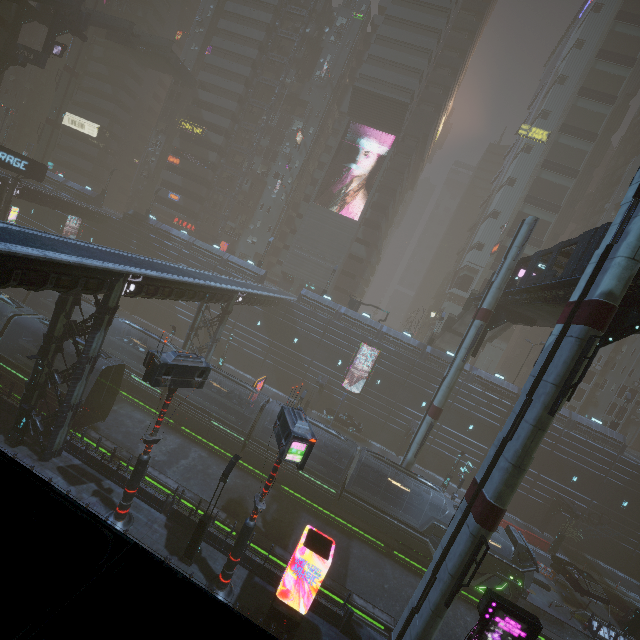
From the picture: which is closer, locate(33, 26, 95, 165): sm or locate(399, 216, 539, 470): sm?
locate(399, 216, 539, 470): sm

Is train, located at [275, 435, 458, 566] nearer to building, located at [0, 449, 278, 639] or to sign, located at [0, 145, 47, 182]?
building, located at [0, 449, 278, 639]

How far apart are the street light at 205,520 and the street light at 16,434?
11.3m

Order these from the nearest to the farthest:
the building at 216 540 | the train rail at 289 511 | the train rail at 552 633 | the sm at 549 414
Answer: the sm at 549 414, the building at 216 540, the train rail at 289 511, the train rail at 552 633

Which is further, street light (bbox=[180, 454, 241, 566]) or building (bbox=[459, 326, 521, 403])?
building (bbox=[459, 326, 521, 403])

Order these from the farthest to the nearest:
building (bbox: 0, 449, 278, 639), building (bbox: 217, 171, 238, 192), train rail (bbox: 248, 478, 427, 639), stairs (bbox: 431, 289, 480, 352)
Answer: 1. building (bbox: 217, 171, 238, 192)
2. stairs (bbox: 431, 289, 480, 352)
3. train rail (bbox: 248, 478, 427, 639)
4. building (bbox: 0, 449, 278, 639)

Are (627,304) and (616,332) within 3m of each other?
yes

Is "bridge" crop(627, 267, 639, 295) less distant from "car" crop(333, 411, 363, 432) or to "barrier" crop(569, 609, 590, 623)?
"car" crop(333, 411, 363, 432)
